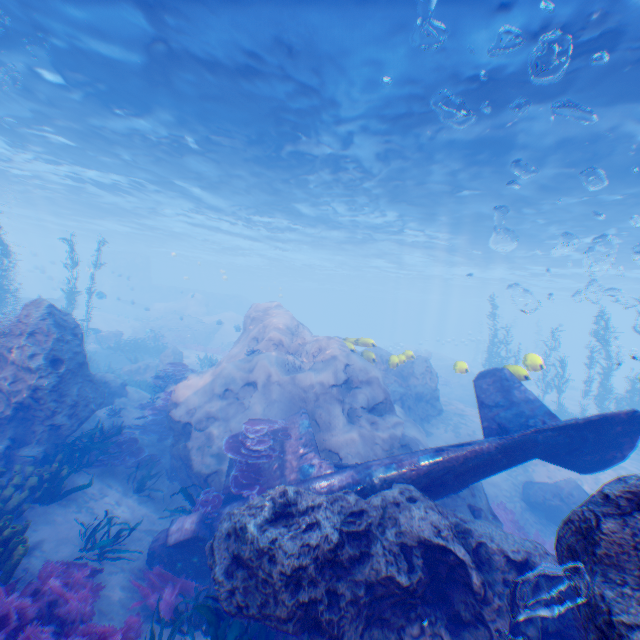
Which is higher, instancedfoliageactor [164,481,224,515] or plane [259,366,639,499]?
plane [259,366,639,499]

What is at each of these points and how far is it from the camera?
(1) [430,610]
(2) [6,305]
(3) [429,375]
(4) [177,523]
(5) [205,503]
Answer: (1) rock, 4.34m
(2) instancedfoliageactor, 21.22m
(3) rock, 17.25m
(4) plane, 7.25m
(5) instancedfoliageactor, 7.50m

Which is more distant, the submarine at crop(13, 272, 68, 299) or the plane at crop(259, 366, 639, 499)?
the submarine at crop(13, 272, 68, 299)

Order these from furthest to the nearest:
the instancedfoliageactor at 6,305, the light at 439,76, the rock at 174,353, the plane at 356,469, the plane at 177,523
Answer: the rock at 174,353 < the instancedfoliageactor at 6,305 < the light at 439,76 < the plane at 177,523 < the plane at 356,469

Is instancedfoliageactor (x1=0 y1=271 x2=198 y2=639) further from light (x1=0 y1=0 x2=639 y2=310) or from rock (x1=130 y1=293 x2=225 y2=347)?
light (x1=0 y1=0 x2=639 y2=310)

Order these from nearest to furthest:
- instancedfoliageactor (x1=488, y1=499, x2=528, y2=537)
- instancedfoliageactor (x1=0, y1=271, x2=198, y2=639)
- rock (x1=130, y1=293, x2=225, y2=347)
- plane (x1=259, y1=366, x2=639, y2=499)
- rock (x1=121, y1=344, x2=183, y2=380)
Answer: instancedfoliageactor (x1=0, y1=271, x2=198, y2=639) < plane (x1=259, y1=366, x2=639, y2=499) < instancedfoliageactor (x1=488, y1=499, x2=528, y2=537) < rock (x1=121, y1=344, x2=183, y2=380) < rock (x1=130, y1=293, x2=225, y2=347)

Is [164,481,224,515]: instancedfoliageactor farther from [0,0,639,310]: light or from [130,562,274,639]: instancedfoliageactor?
[0,0,639,310]: light

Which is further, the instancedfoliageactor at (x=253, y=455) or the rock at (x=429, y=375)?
the rock at (x=429, y=375)
